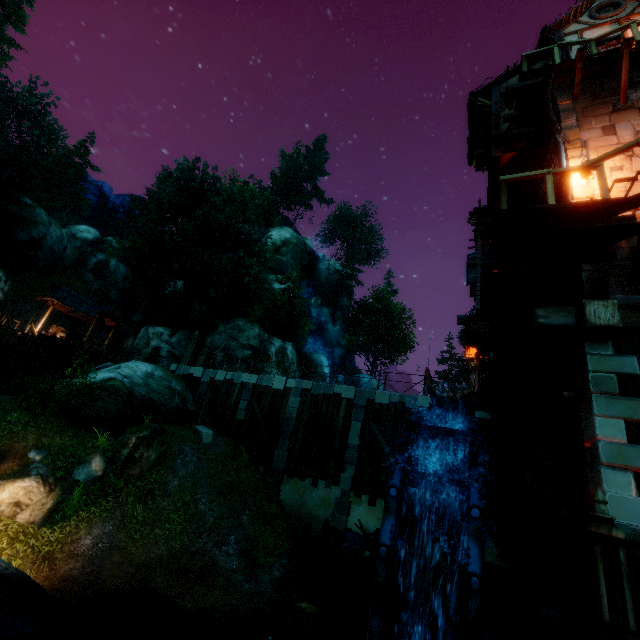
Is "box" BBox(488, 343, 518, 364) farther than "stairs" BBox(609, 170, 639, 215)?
Yes

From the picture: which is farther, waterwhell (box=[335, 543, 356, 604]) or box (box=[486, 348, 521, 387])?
box (box=[486, 348, 521, 387])

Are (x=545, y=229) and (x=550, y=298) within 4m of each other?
yes

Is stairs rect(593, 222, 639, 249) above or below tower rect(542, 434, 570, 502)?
above

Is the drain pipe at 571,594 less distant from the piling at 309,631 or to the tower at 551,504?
the tower at 551,504

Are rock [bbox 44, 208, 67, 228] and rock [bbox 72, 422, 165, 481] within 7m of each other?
no

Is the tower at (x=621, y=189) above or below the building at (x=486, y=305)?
above

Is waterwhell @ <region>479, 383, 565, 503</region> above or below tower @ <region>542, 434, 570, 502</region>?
above
